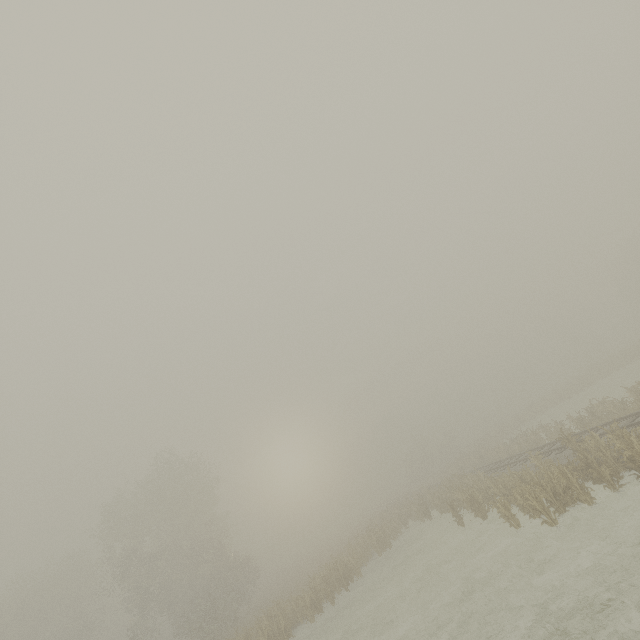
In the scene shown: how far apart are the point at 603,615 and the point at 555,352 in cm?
6319
